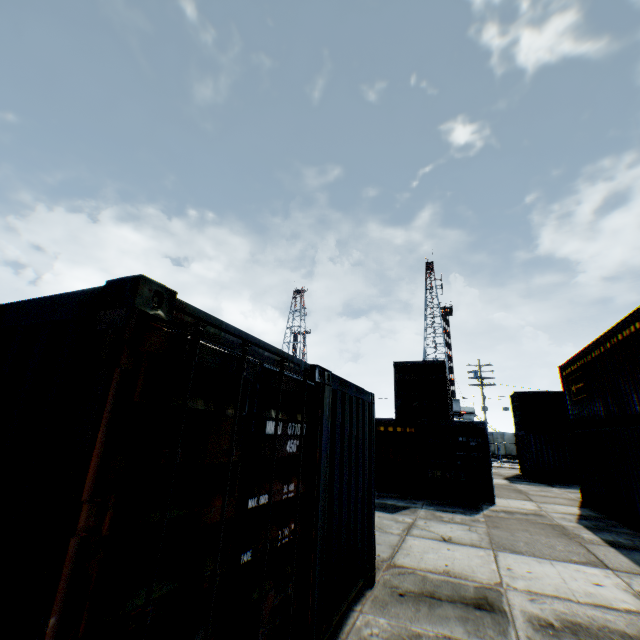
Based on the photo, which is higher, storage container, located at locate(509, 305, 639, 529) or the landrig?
the landrig

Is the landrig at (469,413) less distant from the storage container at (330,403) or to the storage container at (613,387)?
the storage container at (613,387)

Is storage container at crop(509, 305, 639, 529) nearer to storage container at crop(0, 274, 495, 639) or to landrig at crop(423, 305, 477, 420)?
storage container at crop(0, 274, 495, 639)

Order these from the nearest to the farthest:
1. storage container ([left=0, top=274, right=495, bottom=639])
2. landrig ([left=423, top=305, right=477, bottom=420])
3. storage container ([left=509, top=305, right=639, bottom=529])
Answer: storage container ([left=0, top=274, right=495, bottom=639])
storage container ([left=509, top=305, right=639, bottom=529])
landrig ([left=423, top=305, right=477, bottom=420])

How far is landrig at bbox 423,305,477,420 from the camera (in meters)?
49.47

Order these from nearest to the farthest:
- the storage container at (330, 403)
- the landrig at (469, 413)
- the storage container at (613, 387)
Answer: the storage container at (330, 403) → the storage container at (613, 387) → the landrig at (469, 413)

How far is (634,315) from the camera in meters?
9.1 m
